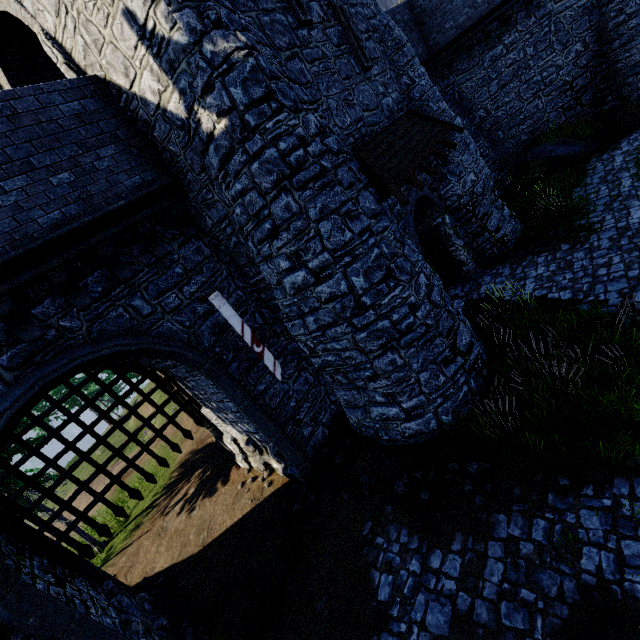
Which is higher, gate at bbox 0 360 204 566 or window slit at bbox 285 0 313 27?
window slit at bbox 285 0 313 27

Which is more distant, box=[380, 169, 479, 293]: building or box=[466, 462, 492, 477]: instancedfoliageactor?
box=[380, 169, 479, 293]: building

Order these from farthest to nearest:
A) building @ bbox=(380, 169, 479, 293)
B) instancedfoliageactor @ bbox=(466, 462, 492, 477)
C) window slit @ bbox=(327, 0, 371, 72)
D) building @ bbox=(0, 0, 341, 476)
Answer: building @ bbox=(380, 169, 479, 293) → window slit @ bbox=(327, 0, 371, 72) → instancedfoliageactor @ bbox=(466, 462, 492, 477) → building @ bbox=(0, 0, 341, 476)

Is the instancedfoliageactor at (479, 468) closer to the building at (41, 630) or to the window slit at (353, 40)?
the building at (41, 630)

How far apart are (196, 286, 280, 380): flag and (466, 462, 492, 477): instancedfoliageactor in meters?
4.8

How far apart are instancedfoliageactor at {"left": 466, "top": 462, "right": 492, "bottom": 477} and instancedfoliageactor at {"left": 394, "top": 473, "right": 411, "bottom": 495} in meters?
1.3 m

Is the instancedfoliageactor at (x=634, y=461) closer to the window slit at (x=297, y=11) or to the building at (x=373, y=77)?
the building at (x=373, y=77)

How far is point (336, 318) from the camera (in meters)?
7.26
